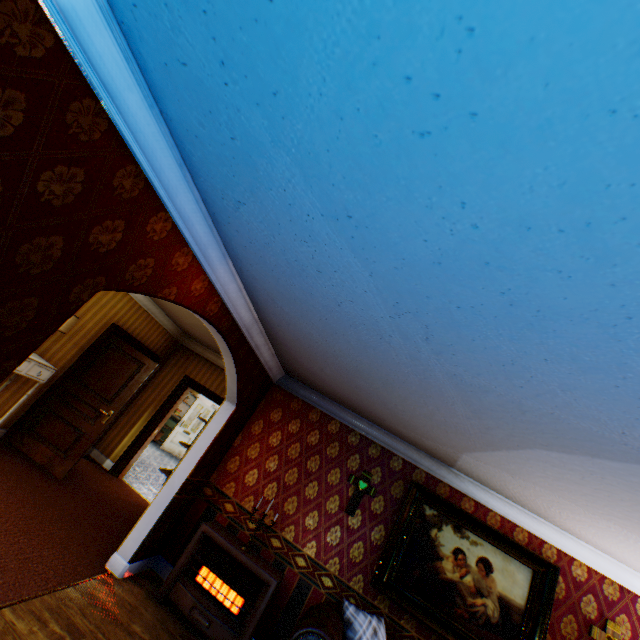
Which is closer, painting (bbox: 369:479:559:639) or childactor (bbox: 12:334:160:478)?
painting (bbox: 369:479:559:639)

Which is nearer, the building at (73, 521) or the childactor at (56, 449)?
the building at (73, 521)

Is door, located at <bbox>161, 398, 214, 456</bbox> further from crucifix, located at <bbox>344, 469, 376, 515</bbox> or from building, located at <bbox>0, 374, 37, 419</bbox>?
crucifix, located at <bbox>344, 469, 376, 515</bbox>

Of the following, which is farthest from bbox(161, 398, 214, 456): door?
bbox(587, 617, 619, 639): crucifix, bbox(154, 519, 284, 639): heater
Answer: bbox(587, 617, 619, 639): crucifix

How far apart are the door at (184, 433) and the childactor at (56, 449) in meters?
7.1

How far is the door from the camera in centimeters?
1216cm

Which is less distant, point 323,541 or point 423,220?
point 423,220

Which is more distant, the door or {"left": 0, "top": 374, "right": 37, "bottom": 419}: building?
the door
